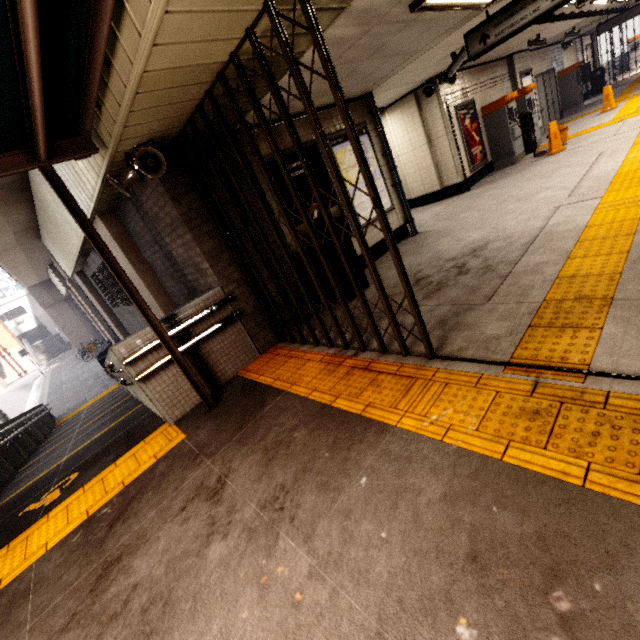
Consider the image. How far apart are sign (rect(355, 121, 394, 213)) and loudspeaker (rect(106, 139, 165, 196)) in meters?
3.1 m

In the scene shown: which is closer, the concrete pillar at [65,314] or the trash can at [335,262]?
the trash can at [335,262]

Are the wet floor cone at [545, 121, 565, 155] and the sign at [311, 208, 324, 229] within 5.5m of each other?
no

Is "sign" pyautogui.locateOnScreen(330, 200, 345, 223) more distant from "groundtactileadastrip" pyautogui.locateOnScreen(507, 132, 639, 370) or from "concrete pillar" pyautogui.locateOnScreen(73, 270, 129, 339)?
"concrete pillar" pyautogui.locateOnScreen(73, 270, 129, 339)

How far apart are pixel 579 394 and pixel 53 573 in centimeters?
417cm

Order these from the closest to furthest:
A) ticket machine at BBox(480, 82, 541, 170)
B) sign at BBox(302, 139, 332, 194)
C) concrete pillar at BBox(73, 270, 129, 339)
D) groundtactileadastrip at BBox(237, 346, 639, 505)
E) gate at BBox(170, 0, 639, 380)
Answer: groundtactileadastrip at BBox(237, 346, 639, 505)
gate at BBox(170, 0, 639, 380)
sign at BBox(302, 139, 332, 194)
ticket machine at BBox(480, 82, 541, 170)
concrete pillar at BBox(73, 270, 129, 339)

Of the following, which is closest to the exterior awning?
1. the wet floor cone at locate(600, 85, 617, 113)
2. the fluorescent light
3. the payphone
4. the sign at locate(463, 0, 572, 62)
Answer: the fluorescent light

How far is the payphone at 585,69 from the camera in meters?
16.4 m
